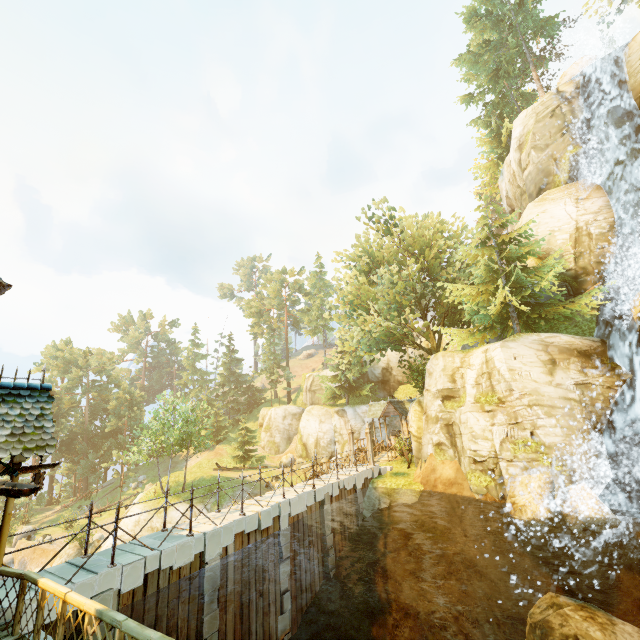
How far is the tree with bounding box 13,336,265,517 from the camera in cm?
3131

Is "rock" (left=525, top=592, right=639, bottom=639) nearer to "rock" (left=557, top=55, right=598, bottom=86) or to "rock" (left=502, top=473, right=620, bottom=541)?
"rock" (left=502, top=473, right=620, bottom=541)

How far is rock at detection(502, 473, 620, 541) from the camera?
11.9 meters

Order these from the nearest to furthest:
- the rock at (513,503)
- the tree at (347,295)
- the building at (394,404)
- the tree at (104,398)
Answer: the rock at (513,503) < the tree at (347,295) < the building at (394,404) < the tree at (104,398)

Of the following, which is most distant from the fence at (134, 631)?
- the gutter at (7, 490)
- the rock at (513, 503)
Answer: the rock at (513, 503)

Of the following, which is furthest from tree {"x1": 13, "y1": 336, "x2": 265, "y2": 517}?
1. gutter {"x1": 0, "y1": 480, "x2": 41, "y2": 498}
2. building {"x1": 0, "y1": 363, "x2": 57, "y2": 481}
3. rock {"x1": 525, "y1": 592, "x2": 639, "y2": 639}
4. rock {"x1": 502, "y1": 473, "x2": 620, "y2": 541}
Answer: gutter {"x1": 0, "y1": 480, "x2": 41, "y2": 498}

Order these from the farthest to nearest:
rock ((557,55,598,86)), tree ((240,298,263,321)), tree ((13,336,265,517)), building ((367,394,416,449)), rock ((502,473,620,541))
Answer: tree ((240,298,263,321)) < tree ((13,336,265,517)) < building ((367,394,416,449)) < rock ((557,55,598,86)) < rock ((502,473,620,541))

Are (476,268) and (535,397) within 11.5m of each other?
yes
